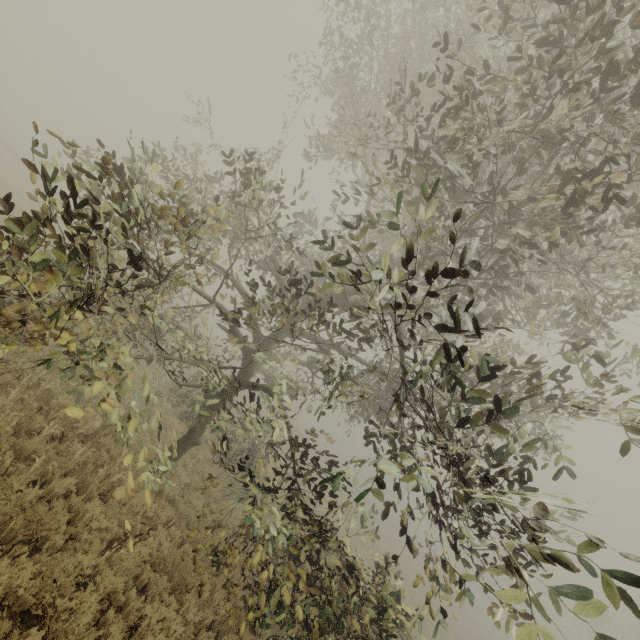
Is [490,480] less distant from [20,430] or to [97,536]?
[97,536]

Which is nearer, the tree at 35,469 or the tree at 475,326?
the tree at 475,326

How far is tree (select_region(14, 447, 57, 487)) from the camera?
5.7 meters

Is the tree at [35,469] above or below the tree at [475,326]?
below

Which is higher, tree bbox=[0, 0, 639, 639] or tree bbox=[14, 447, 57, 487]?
tree bbox=[0, 0, 639, 639]

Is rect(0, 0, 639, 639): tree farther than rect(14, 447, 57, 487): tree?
No
